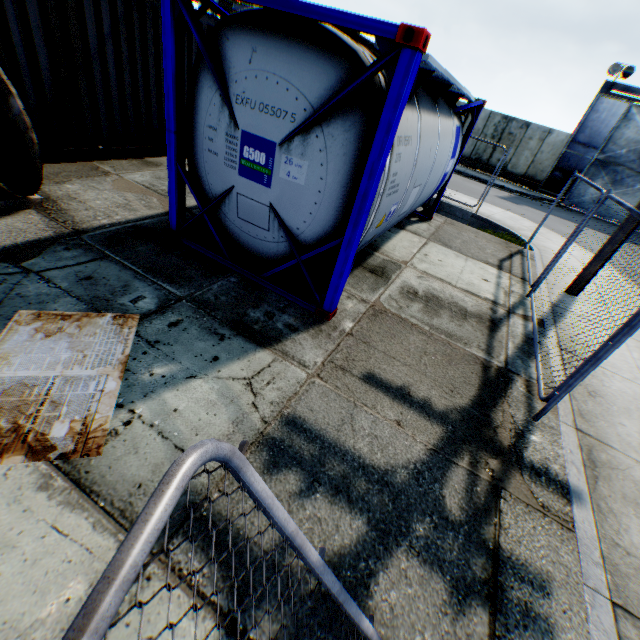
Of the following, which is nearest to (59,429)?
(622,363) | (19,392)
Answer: (19,392)

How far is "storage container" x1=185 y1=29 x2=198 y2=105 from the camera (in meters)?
7.30

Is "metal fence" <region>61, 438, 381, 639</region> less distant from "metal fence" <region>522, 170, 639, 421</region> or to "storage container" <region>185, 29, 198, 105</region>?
"metal fence" <region>522, 170, 639, 421</region>

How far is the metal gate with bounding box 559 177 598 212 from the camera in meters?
20.0 m

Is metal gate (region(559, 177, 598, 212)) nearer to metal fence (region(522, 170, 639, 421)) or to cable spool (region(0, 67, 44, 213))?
metal fence (region(522, 170, 639, 421))

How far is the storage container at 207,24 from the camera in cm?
737

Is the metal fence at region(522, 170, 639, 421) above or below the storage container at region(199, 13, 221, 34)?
below
